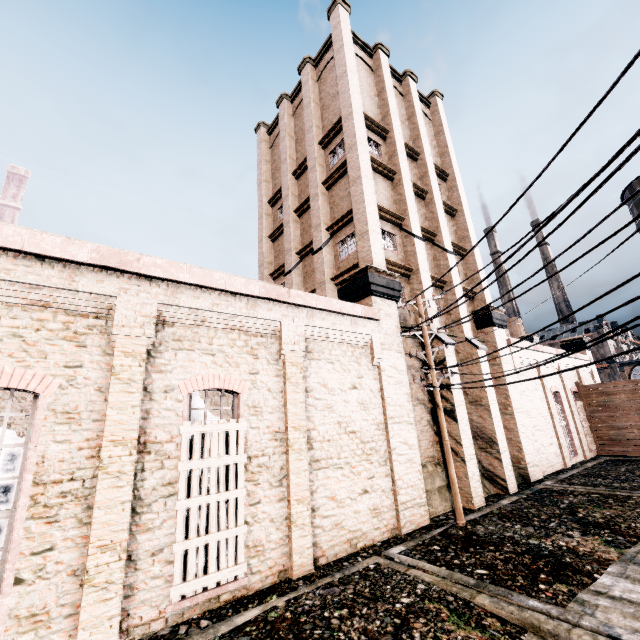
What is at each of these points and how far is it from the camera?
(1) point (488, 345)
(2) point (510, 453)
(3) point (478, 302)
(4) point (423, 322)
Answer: (1) building, 20.16m
(2) building, 18.38m
(3) building, 21.39m
(4) electric pole, 11.29m

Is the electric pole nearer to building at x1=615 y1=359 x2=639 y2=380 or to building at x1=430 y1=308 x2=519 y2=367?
building at x1=430 y1=308 x2=519 y2=367

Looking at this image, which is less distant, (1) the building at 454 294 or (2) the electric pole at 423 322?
(2) the electric pole at 423 322

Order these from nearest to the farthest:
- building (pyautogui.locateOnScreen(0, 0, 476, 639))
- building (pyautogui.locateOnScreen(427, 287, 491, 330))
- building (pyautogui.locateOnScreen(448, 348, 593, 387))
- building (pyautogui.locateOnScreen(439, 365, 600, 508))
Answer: building (pyautogui.locateOnScreen(0, 0, 476, 639)) → building (pyautogui.locateOnScreen(439, 365, 600, 508)) → building (pyautogui.locateOnScreen(427, 287, 491, 330)) → building (pyautogui.locateOnScreen(448, 348, 593, 387))

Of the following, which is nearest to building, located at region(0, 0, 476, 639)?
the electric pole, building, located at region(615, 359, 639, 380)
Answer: the electric pole

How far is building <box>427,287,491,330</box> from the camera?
16.6 meters

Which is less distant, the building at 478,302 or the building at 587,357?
the building at 478,302
